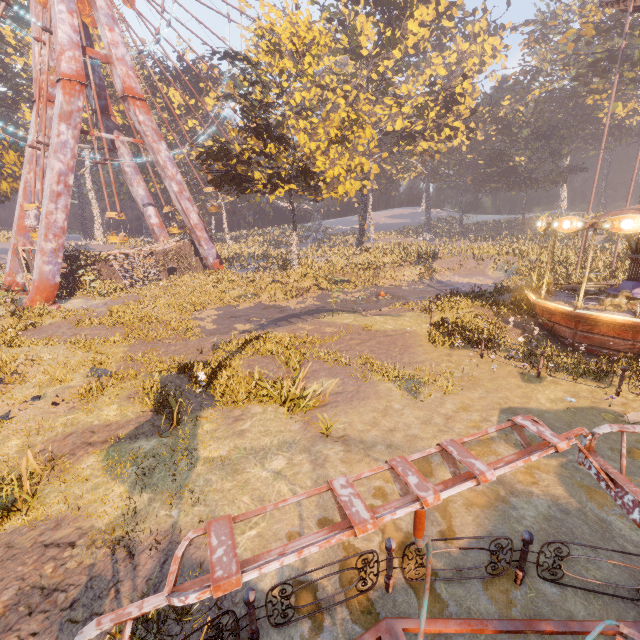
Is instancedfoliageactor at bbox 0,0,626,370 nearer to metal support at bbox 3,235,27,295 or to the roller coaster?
the roller coaster

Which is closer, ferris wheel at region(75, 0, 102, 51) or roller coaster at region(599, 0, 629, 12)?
roller coaster at region(599, 0, 629, 12)

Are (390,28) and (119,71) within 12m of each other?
no

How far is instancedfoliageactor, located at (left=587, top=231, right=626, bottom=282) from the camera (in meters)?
21.88

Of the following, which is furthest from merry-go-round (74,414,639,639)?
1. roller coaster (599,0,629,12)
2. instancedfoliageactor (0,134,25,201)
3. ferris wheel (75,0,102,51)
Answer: ferris wheel (75,0,102,51)

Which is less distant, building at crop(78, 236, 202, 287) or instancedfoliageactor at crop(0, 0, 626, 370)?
instancedfoliageactor at crop(0, 0, 626, 370)

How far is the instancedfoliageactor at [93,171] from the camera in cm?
5394

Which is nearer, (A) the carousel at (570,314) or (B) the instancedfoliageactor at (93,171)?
(A) the carousel at (570,314)
